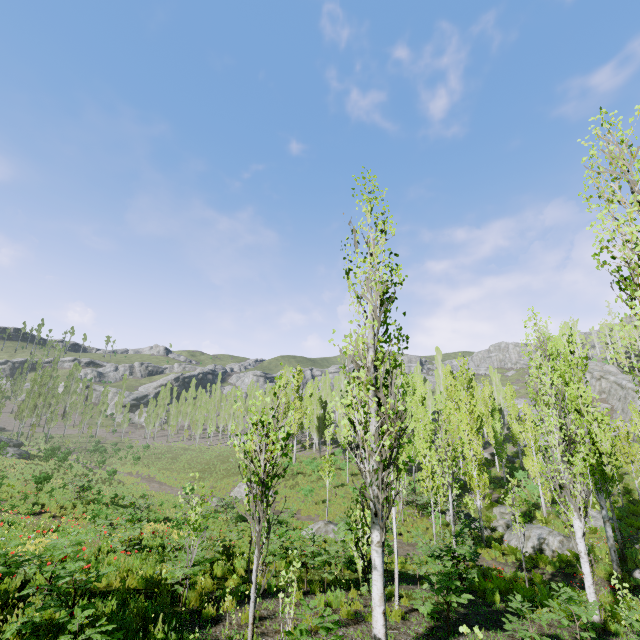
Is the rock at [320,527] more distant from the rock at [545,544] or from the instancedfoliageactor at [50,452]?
the rock at [545,544]

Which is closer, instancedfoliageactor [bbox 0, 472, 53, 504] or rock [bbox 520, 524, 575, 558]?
rock [bbox 520, 524, 575, 558]

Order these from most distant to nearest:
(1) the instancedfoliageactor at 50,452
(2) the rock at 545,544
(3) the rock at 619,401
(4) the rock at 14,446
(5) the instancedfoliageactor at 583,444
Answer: (3) the rock at 619,401
(4) the rock at 14,446
(1) the instancedfoliageactor at 50,452
(2) the rock at 545,544
(5) the instancedfoliageactor at 583,444

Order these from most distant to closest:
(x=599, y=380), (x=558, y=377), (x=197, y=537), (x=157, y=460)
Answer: (x=599, y=380) < (x=157, y=460) < (x=197, y=537) < (x=558, y=377)

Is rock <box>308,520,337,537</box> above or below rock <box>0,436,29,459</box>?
below

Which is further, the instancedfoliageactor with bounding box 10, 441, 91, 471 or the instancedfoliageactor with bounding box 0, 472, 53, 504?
the instancedfoliageactor with bounding box 10, 441, 91, 471

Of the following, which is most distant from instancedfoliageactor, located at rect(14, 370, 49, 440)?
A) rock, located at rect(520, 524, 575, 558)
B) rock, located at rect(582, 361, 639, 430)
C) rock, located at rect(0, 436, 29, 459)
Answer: rock, located at rect(520, 524, 575, 558)
